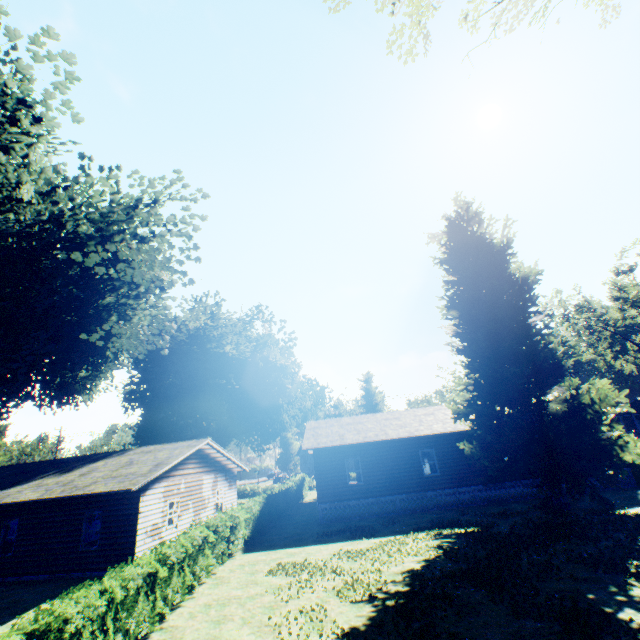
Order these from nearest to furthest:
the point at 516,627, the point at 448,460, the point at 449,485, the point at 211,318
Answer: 1. the point at 516,627
2. the point at 449,485
3. the point at 448,460
4. the point at 211,318

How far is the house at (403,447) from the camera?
20.48m

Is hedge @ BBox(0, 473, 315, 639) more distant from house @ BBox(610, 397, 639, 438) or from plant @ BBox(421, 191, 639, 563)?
house @ BBox(610, 397, 639, 438)

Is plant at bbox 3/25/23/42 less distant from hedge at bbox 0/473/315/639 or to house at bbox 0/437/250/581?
hedge at bbox 0/473/315/639

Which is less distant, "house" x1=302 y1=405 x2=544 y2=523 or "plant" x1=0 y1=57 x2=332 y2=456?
"plant" x1=0 y1=57 x2=332 y2=456

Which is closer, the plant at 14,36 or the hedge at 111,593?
the hedge at 111,593

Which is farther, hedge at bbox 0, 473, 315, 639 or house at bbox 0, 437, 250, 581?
house at bbox 0, 437, 250, 581

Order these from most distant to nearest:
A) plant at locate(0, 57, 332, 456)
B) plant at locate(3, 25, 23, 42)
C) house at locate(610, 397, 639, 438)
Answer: house at locate(610, 397, 639, 438), plant at locate(3, 25, 23, 42), plant at locate(0, 57, 332, 456)
